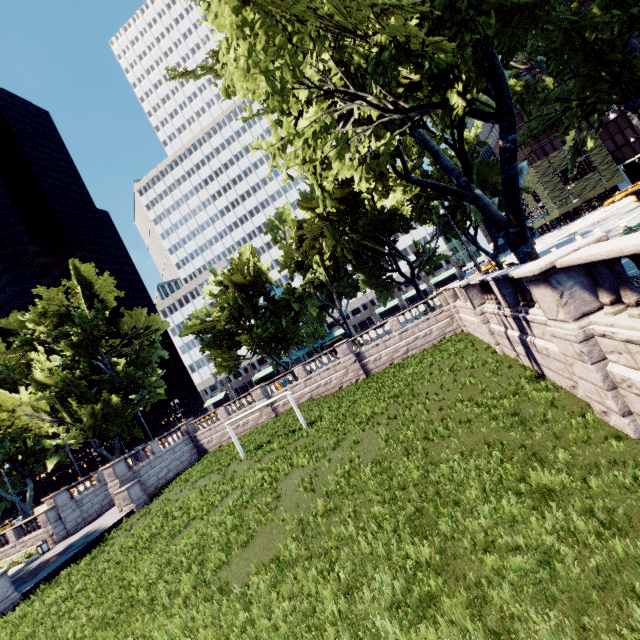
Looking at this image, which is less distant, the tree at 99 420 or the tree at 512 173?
the tree at 512 173

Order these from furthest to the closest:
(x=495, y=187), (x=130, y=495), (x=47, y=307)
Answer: (x=47, y=307)
(x=495, y=187)
(x=130, y=495)

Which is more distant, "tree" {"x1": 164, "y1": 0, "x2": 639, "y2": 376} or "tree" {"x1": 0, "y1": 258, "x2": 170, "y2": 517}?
"tree" {"x1": 0, "y1": 258, "x2": 170, "y2": 517}
